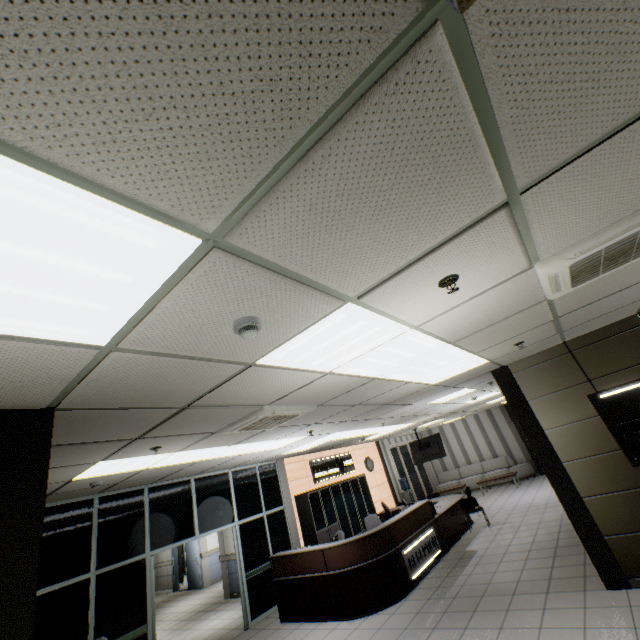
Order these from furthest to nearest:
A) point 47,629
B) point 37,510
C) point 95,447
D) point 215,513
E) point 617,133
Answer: point 215,513 < point 47,629 < point 95,447 < point 37,510 < point 617,133

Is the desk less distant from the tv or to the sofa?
the tv

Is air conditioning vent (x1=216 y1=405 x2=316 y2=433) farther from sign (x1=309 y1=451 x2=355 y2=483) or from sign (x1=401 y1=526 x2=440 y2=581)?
sign (x1=309 y1=451 x2=355 y2=483)

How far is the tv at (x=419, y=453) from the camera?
12.2m

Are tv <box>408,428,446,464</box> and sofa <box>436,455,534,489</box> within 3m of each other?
no

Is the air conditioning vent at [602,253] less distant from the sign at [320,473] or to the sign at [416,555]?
the sign at [416,555]

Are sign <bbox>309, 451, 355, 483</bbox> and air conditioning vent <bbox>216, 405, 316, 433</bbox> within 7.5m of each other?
yes

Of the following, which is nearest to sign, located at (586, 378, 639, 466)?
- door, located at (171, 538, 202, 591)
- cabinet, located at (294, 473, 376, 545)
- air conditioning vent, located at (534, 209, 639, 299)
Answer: air conditioning vent, located at (534, 209, 639, 299)
